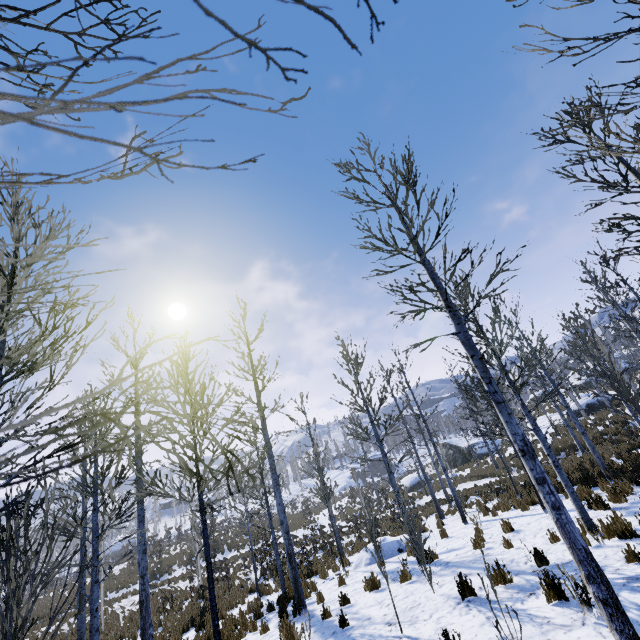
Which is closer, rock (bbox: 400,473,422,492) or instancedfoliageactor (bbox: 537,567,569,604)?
instancedfoliageactor (bbox: 537,567,569,604)

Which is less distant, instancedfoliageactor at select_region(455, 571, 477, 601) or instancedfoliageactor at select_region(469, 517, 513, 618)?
instancedfoliageactor at select_region(469, 517, 513, 618)

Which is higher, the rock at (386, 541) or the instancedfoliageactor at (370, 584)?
the instancedfoliageactor at (370, 584)

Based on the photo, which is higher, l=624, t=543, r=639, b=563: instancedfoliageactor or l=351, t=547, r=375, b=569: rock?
l=624, t=543, r=639, b=563: instancedfoliageactor

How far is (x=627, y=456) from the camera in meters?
13.2

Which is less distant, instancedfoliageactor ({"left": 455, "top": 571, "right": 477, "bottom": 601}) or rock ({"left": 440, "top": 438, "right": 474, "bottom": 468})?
instancedfoliageactor ({"left": 455, "top": 571, "right": 477, "bottom": 601})

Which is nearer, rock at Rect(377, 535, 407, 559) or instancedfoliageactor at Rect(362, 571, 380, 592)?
instancedfoliageactor at Rect(362, 571, 380, 592)

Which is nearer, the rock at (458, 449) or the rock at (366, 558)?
the rock at (366, 558)
